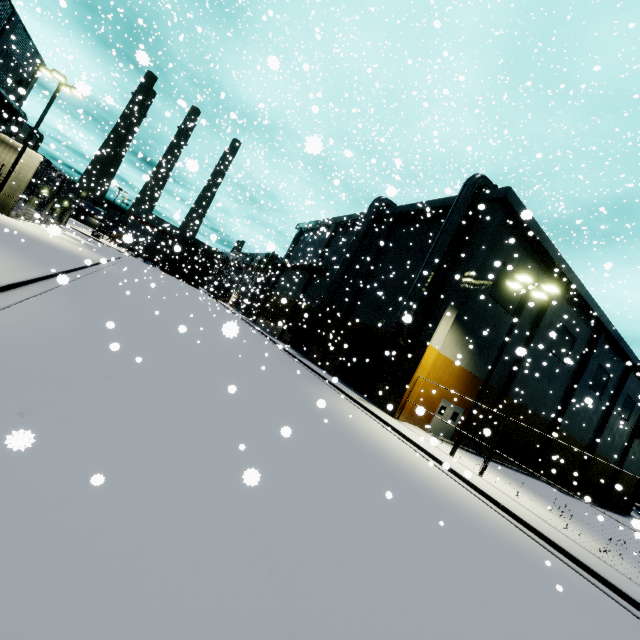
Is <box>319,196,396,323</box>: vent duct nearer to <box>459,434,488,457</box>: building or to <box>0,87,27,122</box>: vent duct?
<box>459,434,488,457</box>: building

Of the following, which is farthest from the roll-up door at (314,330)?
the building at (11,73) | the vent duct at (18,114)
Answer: the vent duct at (18,114)

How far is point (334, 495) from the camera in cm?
606

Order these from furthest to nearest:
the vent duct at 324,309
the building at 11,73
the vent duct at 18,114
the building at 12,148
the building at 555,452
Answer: the vent duct at 324,309 < the vent duct at 18,114 < the building at 555,452 < the building at 11,73 < the building at 12,148

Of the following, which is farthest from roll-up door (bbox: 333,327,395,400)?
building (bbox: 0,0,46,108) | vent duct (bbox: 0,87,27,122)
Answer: vent duct (bbox: 0,87,27,122)

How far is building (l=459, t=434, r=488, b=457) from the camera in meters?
23.7

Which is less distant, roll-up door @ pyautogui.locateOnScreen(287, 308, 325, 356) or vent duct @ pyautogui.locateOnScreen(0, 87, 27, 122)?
vent duct @ pyautogui.locateOnScreen(0, 87, 27, 122)
